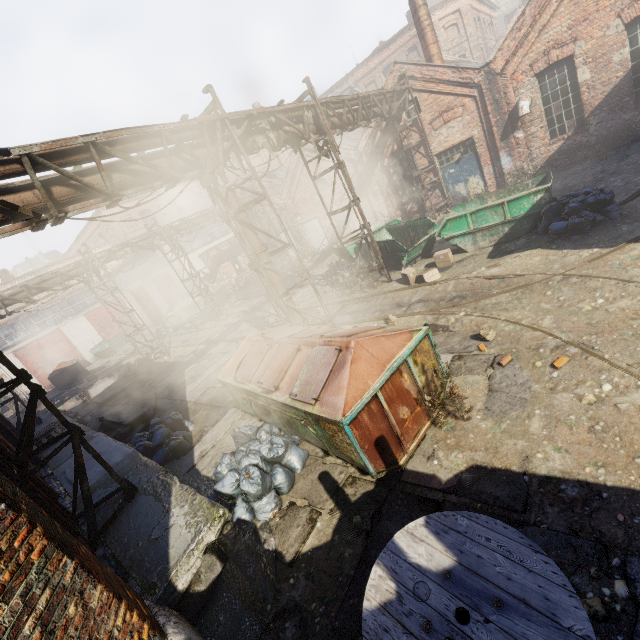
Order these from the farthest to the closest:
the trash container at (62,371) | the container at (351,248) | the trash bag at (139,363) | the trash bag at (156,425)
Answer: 1. the trash container at (62,371)
2. the trash bag at (139,363)
3. the container at (351,248)
4. the trash bag at (156,425)

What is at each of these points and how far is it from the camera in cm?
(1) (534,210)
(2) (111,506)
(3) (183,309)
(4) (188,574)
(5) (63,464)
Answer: (1) container, 960
(2) building, 562
(3) trash container, 2411
(4) building, 393
(5) building, 842

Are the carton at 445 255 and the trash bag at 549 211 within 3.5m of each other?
yes

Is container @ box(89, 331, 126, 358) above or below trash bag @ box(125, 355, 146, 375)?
above

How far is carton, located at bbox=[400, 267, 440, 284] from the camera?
10.37m

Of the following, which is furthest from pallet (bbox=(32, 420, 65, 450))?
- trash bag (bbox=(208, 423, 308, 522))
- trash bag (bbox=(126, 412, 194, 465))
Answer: trash bag (bbox=(208, 423, 308, 522))

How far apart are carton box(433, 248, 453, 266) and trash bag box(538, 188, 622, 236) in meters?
2.5 m

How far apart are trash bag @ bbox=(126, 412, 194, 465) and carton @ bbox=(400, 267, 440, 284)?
8.11m
